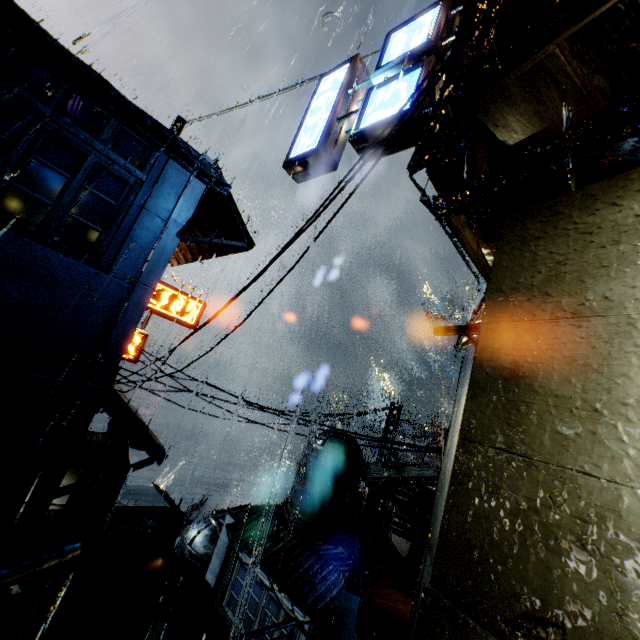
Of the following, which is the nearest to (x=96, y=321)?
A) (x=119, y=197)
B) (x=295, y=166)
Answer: (x=119, y=197)

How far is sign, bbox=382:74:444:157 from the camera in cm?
524

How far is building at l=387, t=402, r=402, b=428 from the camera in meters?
22.8

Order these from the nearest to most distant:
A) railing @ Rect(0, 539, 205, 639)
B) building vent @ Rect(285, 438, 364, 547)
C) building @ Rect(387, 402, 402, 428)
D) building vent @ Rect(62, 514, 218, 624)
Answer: railing @ Rect(0, 539, 205, 639) < building vent @ Rect(62, 514, 218, 624) < building vent @ Rect(285, 438, 364, 547) < building @ Rect(387, 402, 402, 428)

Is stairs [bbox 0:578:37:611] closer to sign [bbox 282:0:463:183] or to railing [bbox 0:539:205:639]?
railing [bbox 0:539:205:639]

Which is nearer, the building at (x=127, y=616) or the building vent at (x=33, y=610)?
the building at (x=127, y=616)

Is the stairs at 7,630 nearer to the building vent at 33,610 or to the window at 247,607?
the building vent at 33,610

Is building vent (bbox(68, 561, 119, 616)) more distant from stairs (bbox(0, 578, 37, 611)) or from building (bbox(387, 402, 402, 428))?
stairs (bbox(0, 578, 37, 611))
